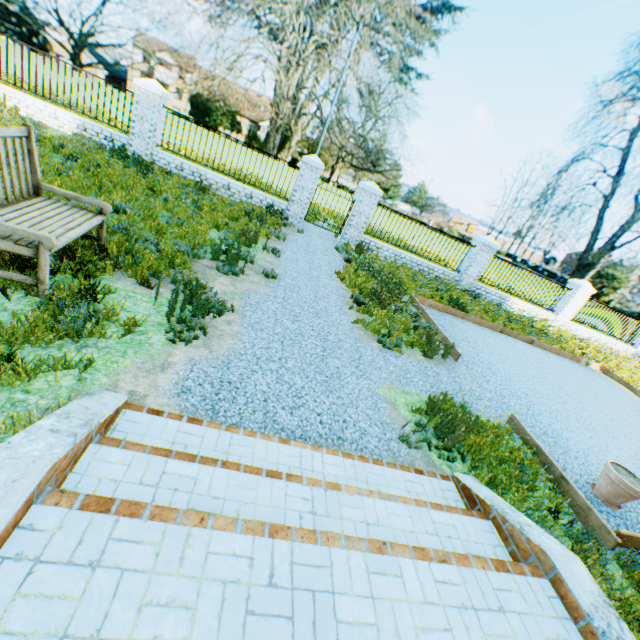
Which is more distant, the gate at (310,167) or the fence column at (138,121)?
the gate at (310,167)

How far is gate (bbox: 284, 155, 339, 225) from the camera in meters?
11.5

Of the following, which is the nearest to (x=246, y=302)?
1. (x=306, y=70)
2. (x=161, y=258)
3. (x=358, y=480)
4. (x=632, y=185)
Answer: (x=161, y=258)

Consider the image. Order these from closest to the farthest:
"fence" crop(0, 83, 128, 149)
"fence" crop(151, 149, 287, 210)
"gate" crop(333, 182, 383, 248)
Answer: "fence" crop(0, 83, 128, 149), "fence" crop(151, 149, 287, 210), "gate" crop(333, 182, 383, 248)

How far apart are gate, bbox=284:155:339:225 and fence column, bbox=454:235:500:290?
7.10m

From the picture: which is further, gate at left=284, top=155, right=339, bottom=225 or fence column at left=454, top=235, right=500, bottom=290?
fence column at left=454, top=235, right=500, bottom=290

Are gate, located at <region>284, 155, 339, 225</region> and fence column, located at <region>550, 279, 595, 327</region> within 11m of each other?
no

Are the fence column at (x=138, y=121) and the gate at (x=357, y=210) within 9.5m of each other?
yes
